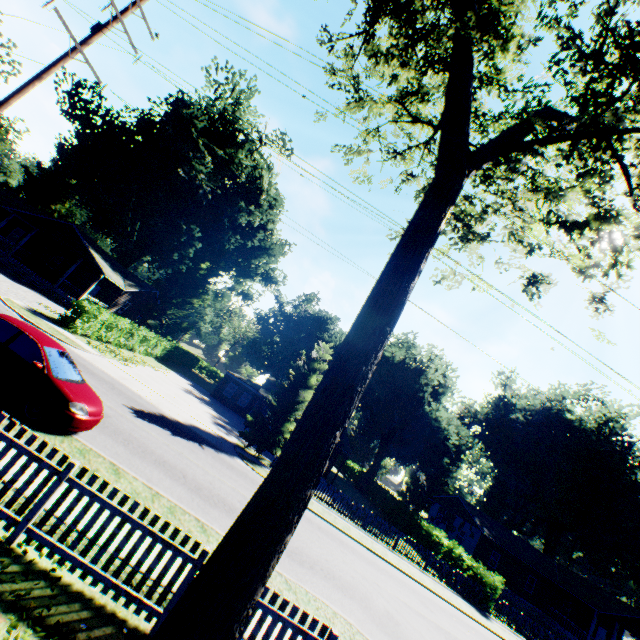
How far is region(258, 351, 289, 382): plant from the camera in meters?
58.0

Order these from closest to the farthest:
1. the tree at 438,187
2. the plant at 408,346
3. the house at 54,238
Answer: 1. the tree at 438,187
2. the house at 54,238
3. the plant at 408,346

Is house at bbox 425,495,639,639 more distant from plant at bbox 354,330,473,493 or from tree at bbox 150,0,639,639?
tree at bbox 150,0,639,639

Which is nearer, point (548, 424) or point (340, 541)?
point (340, 541)

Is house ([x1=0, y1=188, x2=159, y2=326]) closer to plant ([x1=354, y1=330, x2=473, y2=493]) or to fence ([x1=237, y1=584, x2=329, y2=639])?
plant ([x1=354, y1=330, x2=473, y2=493])

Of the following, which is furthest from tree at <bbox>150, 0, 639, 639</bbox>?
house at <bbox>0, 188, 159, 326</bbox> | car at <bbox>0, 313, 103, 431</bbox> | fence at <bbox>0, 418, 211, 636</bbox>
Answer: house at <bbox>0, 188, 159, 326</bbox>

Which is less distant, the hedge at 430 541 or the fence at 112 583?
the fence at 112 583

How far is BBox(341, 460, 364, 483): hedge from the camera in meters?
48.6 m
